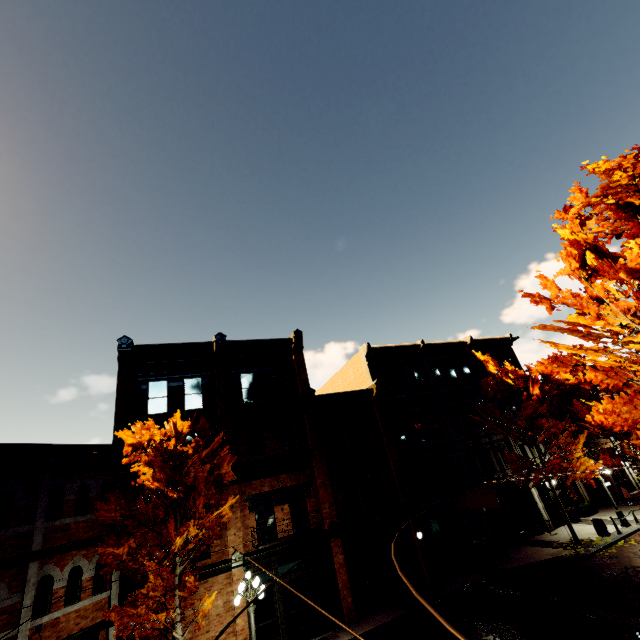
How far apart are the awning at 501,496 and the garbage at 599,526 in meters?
4.9

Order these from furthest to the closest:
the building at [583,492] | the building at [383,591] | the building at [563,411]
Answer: the building at [563,411] < the building at [583,492] < the building at [383,591]

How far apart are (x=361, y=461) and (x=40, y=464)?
15.32m

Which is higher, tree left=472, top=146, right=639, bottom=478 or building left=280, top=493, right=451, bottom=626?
tree left=472, top=146, right=639, bottom=478

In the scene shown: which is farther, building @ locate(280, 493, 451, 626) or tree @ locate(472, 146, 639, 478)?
building @ locate(280, 493, 451, 626)

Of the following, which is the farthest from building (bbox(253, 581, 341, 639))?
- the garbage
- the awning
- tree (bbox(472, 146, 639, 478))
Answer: the garbage

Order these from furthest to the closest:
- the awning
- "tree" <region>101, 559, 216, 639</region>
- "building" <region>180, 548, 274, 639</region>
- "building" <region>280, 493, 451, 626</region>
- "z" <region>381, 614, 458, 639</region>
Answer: the awning, "building" <region>280, 493, 451, 626</region>, "building" <region>180, 548, 274, 639</region>, "z" <region>381, 614, 458, 639</region>, "tree" <region>101, 559, 216, 639</region>

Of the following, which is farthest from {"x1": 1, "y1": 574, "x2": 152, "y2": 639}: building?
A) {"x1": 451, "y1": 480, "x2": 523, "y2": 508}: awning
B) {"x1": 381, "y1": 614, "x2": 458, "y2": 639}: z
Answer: {"x1": 381, "y1": 614, "x2": 458, "y2": 639}: z
